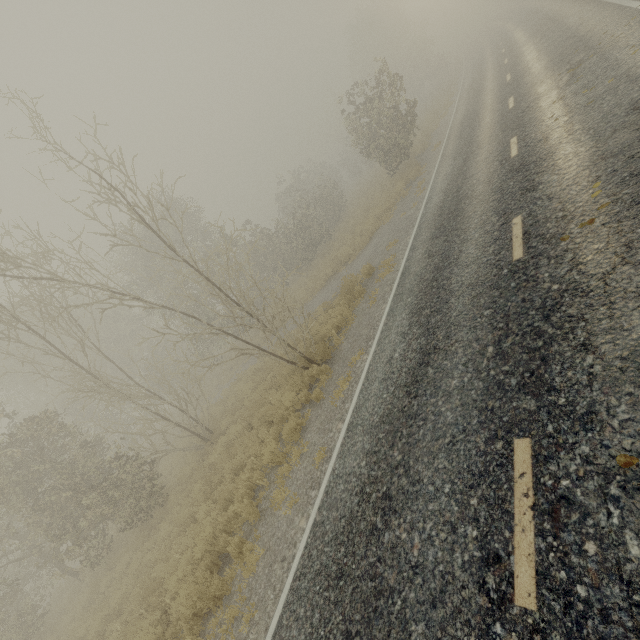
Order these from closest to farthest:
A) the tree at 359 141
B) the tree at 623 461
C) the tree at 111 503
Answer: the tree at 623 461, the tree at 111 503, the tree at 359 141

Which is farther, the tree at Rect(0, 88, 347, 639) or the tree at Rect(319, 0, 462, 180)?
Answer: the tree at Rect(319, 0, 462, 180)

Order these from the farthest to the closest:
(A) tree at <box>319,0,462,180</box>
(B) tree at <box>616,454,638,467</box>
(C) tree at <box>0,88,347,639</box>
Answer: (A) tree at <box>319,0,462,180</box>, (C) tree at <box>0,88,347,639</box>, (B) tree at <box>616,454,638,467</box>

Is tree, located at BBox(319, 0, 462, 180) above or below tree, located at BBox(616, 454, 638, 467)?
above

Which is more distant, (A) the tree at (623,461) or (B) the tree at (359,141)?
(B) the tree at (359,141)

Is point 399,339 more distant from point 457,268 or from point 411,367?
point 457,268
